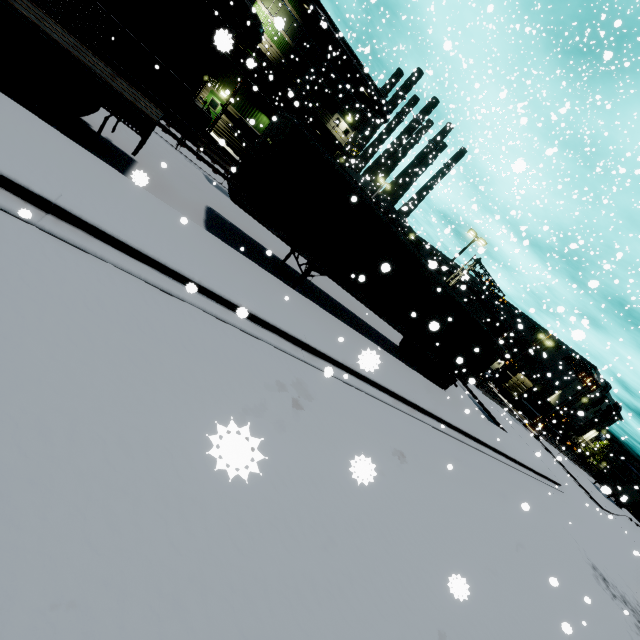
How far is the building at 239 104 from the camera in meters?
26.6

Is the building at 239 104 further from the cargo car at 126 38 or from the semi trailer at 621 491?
the cargo car at 126 38

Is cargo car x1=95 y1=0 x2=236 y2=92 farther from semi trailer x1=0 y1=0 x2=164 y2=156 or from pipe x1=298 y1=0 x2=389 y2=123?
pipe x1=298 y1=0 x2=389 y2=123

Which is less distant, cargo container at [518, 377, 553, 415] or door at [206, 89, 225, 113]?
door at [206, 89, 225, 113]

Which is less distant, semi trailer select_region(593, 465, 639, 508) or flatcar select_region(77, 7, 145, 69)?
flatcar select_region(77, 7, 145, 69)

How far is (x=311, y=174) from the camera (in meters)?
9.34

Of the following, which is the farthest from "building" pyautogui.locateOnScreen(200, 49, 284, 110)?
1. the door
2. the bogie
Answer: the bogie

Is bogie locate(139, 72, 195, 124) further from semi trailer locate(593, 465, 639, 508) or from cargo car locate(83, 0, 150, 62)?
semi trailer locate(593, 465, 639, 508)
